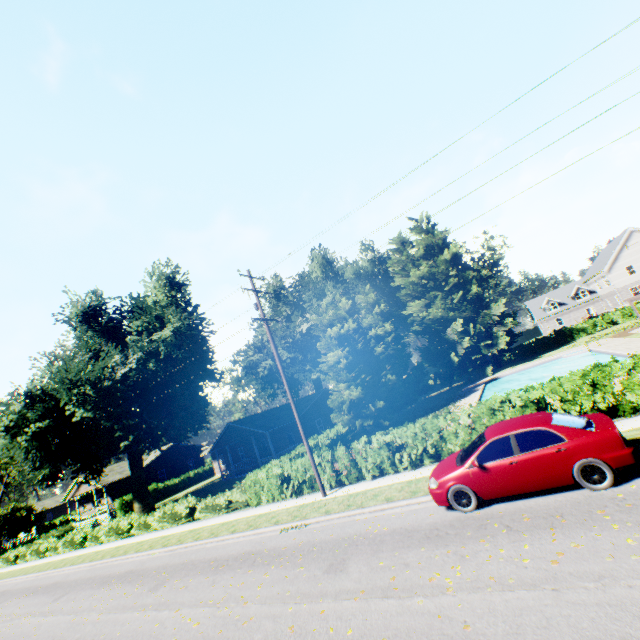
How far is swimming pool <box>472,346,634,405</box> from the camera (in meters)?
26.33

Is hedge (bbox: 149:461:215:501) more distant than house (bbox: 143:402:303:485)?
Yes

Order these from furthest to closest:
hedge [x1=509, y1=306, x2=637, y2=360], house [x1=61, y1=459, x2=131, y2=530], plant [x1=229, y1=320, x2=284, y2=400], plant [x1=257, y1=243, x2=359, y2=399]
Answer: plant [x1=229, y1=320, x2=284, y2=400] → plant [x1=257, y1=243, x2=359, y2=399] → hedge [x1=509, y1=306, x2=637, y2=360] → house [x1=61, y1=459, x2=131, y2=530]

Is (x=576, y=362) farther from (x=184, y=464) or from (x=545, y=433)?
(x=184, y=464)

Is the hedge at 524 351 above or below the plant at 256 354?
below

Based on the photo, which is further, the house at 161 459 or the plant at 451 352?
the plant at 451 352

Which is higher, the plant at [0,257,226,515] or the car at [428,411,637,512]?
the plant at [0,257,226,515]

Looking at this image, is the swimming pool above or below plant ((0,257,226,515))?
below
